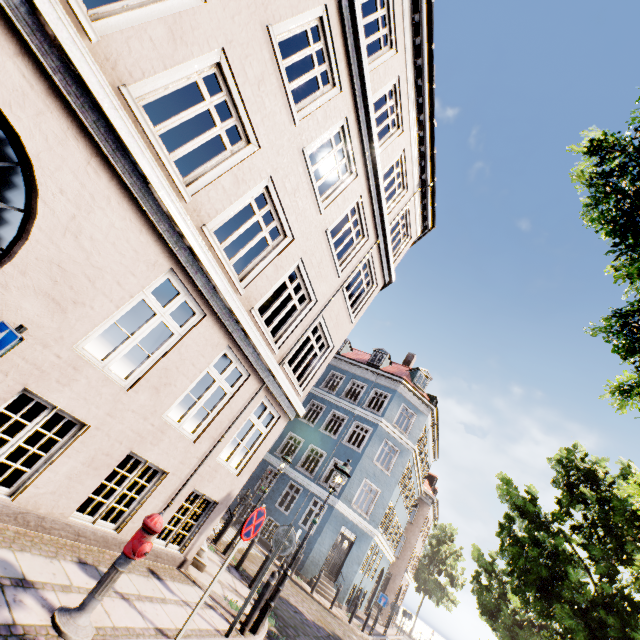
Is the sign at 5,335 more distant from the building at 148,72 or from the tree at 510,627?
the tree at 510,627

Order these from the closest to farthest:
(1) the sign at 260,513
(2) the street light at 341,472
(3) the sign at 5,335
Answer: (3) the sign at 5,335
(1) the sign at 260,513
(2) the street light at 341,472

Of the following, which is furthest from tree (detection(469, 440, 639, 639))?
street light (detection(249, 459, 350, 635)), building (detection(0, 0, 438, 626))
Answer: street light (detection(249, 459, 350, 635))

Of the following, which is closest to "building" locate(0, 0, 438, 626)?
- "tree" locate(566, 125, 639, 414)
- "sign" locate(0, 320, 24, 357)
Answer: "sign" locate(0, 320, 24, 357)

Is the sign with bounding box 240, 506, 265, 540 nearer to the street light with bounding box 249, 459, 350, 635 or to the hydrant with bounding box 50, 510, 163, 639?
the hydrant with bounding box 50, 510, 163, 639

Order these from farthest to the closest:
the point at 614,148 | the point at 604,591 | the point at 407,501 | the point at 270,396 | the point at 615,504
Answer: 1. the point at 407,501
2. the point at 615,504
3. the point at 604,591
4. the point at 270,396
5. the point at 614,148

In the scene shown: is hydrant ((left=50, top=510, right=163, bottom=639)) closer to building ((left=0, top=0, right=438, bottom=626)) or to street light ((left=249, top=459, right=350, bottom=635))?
building ((left=0, top=0, right=438, bottom=626))

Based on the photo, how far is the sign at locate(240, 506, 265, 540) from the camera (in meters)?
5.06
